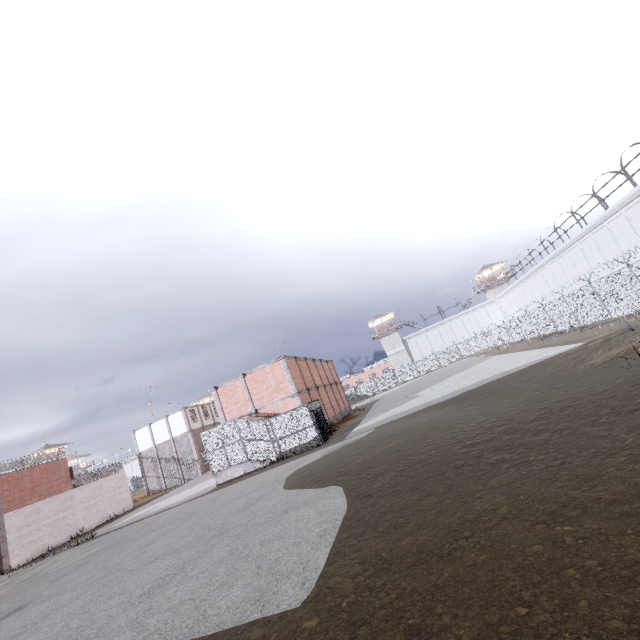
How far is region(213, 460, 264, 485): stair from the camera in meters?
22.4 m

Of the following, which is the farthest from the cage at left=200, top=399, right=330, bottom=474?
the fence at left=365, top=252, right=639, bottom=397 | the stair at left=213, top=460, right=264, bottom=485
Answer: the fence at left=365, top=252, right=639, bottom=397

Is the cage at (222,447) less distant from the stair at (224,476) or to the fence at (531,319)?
the stair at (224,476)

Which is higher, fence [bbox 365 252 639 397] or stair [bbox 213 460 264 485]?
fence [bbox 365 252 639 397]

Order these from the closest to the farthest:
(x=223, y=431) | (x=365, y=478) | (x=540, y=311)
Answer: (x=365, y=478) < (x=223, y=431) < (x=540, y=311)

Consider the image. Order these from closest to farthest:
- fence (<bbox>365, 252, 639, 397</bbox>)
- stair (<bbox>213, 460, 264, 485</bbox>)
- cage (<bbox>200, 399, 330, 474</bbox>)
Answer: fence (<bbox>365, 252, 639, 397</bbox>), cage (<bbox>200, 399, 330, 474</bbox>), stair (<bbox>213, 460, 264, 485</bbox>)

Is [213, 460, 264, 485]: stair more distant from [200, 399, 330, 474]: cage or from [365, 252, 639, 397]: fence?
[365, 252, 639, 397]: fence

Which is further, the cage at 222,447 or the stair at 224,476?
the stair at 224,476
